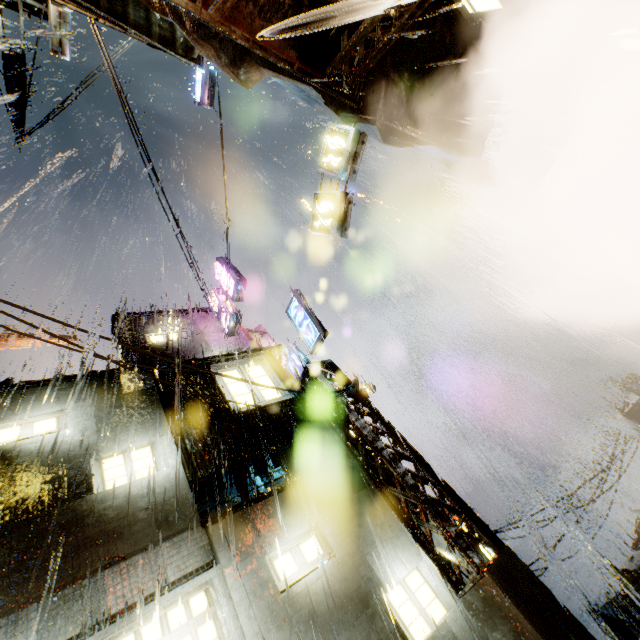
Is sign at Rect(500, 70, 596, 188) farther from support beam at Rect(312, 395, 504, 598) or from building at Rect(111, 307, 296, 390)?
support beam at Rect(312, 395, 504, 598)

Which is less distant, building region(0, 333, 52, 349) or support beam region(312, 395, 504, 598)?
support beam region(312, 395, 504, 598)

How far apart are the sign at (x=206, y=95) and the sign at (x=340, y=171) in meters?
9.0 m

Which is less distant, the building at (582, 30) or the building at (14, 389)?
the building at (582, 30)

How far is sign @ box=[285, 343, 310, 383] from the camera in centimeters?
1278cm

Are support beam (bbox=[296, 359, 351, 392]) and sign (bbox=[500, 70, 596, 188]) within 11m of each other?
yes

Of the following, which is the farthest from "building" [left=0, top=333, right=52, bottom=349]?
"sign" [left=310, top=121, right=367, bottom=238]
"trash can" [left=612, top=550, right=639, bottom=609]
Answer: "trash can" [left=612, top=550, right=639, bottom=609]

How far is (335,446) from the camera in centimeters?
1143cm
